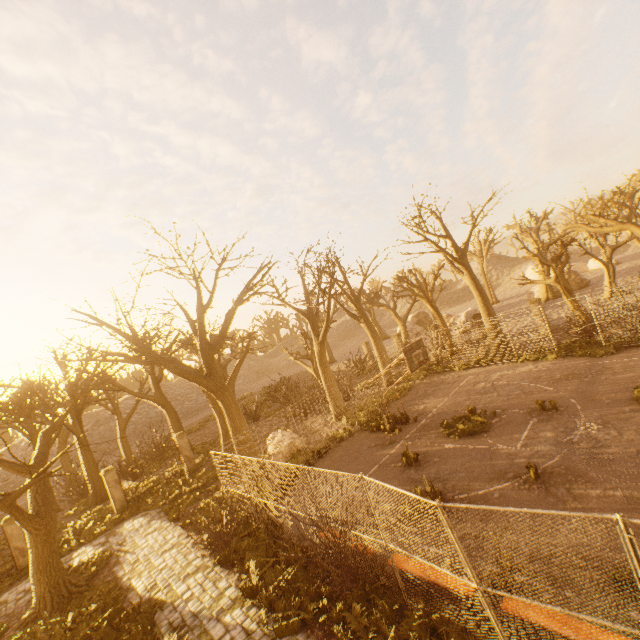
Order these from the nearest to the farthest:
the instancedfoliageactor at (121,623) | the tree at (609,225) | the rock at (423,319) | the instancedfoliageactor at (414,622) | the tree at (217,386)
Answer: the instancedfoliageactor at (414,622), the instancedfoliageactor at (121,623), the tree at (217,386), the tree at (609,225), the rock at (423,319)

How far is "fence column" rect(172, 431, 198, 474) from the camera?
20.2 meters

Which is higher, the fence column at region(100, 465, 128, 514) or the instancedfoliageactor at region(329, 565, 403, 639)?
the fence column at region(100, 465, 128, 514)

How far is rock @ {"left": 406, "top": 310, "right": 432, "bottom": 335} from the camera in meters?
43.8

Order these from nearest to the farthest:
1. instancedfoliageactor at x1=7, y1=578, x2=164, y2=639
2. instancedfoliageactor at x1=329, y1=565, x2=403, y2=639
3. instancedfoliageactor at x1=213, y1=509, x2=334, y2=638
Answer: instancedfoliageactor at x1=329, y1=565, x2=403, y2=639
instancedfoliageactor at x1=213, y1=509, x2=334, y2=638
instancedfoliageactor at x1=7, y1=578, x2=164, y2=639

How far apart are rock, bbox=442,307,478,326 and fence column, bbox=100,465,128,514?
30.9m

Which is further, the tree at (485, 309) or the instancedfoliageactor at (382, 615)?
the tree at (485, 309)

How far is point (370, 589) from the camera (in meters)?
7.10
